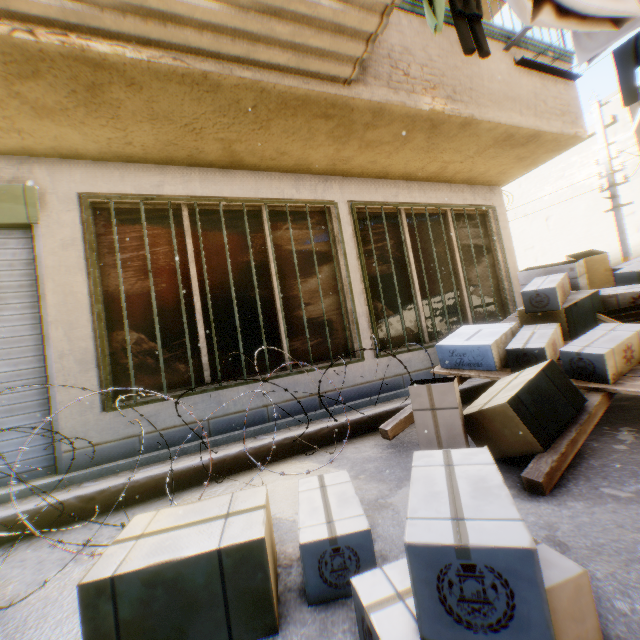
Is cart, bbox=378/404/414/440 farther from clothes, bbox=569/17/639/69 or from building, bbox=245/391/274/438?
clothes, bbox=569/17/639/69

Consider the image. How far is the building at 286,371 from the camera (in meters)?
4.09

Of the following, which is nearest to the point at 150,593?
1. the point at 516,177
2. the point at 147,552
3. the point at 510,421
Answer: the point at 147,552

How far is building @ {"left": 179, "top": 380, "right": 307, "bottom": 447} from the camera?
3.7 meters

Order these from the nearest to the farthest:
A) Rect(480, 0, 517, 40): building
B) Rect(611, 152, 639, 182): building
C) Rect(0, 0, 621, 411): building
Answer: Rect(0, 0, 621, 411): building < Rect(480, 0, 517, 40): building < Rect(611, 152, 639, 182): building

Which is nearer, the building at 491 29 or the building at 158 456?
the building at 158 456
